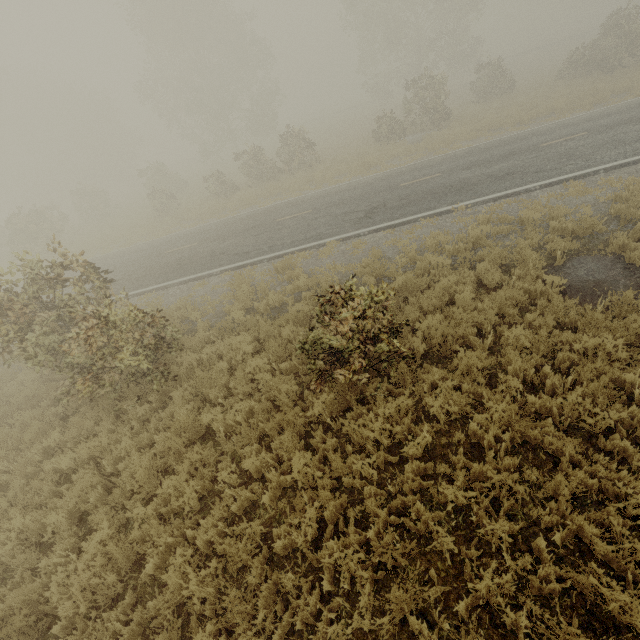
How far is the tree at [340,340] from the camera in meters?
5.2 m

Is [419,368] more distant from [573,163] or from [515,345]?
[573,163]

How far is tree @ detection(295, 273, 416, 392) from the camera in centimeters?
520cm

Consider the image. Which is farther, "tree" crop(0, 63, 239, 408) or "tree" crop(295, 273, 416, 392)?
"tree" crop(0, 63, 239, 408)

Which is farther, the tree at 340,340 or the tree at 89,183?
the tree at 89,183
